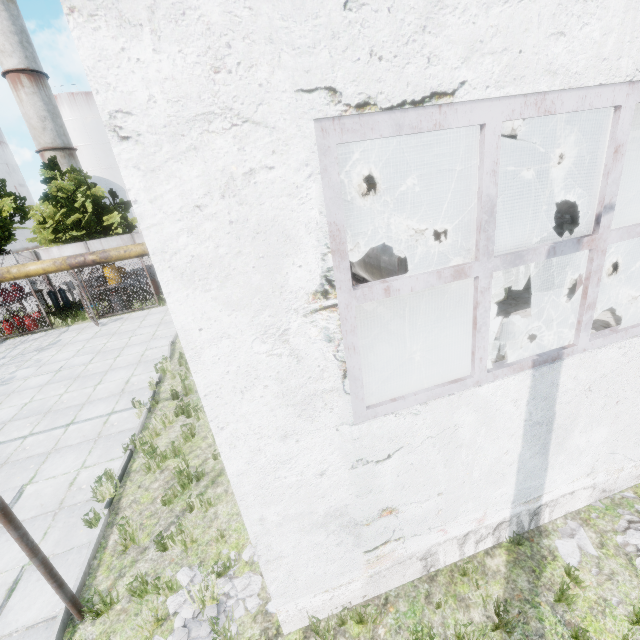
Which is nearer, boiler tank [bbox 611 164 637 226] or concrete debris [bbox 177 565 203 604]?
concrete debris [bbox 177 565 203 604]

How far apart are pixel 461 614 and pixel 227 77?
5.4m

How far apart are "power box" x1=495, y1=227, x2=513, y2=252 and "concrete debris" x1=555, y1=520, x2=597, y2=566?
8.2m

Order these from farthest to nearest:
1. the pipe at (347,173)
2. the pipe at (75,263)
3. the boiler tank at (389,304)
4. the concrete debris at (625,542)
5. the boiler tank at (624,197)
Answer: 1. the pipe at (347,173)
2. the boiler tank at (624,197)
3. the boiler tank at (389,304)
4. the concrete debris at (625,542)
5. the pipe at (75,263)

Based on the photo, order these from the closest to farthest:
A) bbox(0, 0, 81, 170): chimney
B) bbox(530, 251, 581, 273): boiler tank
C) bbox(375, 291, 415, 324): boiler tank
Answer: bbox(375, 291, 415, 324): boiler tank
bbox(530, 251, 581, 273): boiler tank
bbox(0, 0, 81, 170): chimney

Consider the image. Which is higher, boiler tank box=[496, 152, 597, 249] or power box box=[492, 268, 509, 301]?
boiler tank box=[496, 152, 597, 249]

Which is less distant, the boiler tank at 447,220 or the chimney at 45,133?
the boiler tank at 447,220

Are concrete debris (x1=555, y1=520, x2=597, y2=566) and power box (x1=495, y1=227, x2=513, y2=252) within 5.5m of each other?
no
